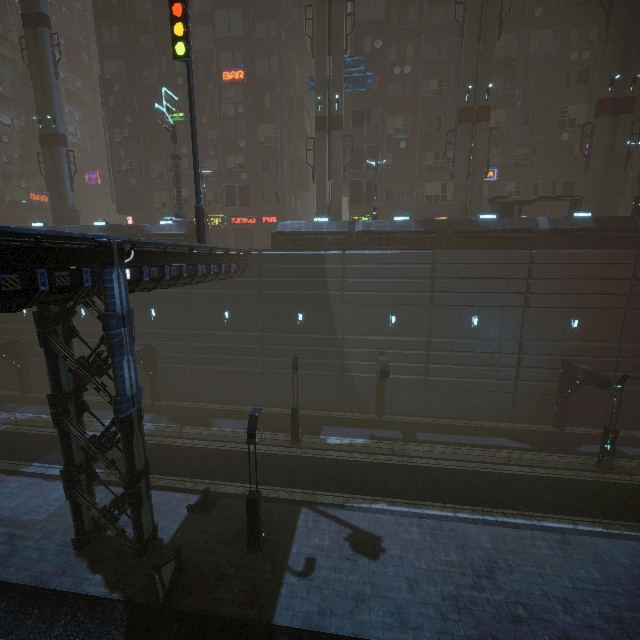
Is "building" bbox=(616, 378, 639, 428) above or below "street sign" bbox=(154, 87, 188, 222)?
below

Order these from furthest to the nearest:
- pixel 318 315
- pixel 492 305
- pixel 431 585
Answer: pixel 318 315
pixel 492 305
pixel 431 585

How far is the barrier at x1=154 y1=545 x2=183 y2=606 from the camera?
10.9 meters

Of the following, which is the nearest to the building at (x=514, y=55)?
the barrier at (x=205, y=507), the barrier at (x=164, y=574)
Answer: the barrier at (x=164, y=574)

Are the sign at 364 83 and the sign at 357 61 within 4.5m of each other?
yes

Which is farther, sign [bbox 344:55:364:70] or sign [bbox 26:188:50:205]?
sign [bbox 26:188:50:205]

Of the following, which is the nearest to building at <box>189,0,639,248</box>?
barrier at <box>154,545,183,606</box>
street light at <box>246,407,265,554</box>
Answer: barrier at <box>154,545,183,606</box>

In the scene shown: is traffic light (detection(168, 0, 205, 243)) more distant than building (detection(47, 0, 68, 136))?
No
